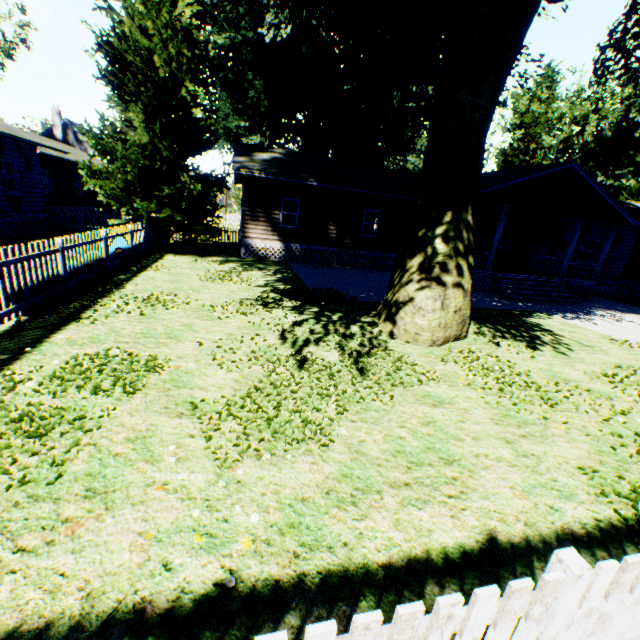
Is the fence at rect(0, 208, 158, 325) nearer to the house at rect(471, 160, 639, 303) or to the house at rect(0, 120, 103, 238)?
the house at rect(471, 160, 639, 303)

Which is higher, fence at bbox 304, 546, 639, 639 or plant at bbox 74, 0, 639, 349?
plant at bbox 74, 0, 639, 349

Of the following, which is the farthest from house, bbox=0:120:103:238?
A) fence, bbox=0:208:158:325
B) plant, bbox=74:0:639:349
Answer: plant, bbox=74:0:639:349

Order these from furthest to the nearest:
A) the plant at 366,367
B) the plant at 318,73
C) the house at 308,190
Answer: the house at 308,190, the plant at 318,73, the plant at 366,367

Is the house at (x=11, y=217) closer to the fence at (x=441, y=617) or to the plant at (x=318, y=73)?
the fence at (x=441, y=617)

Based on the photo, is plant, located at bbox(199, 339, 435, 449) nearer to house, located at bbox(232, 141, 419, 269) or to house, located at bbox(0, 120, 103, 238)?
house, located at bbox(232, 141, 419, 269)

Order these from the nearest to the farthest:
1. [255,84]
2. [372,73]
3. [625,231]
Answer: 1. [372,73]
2. [625,231]
3. [255,84]

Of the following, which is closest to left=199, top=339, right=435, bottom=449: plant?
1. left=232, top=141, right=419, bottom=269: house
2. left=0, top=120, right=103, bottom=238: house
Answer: left=232, top=141, right=419, bottom=269: house
